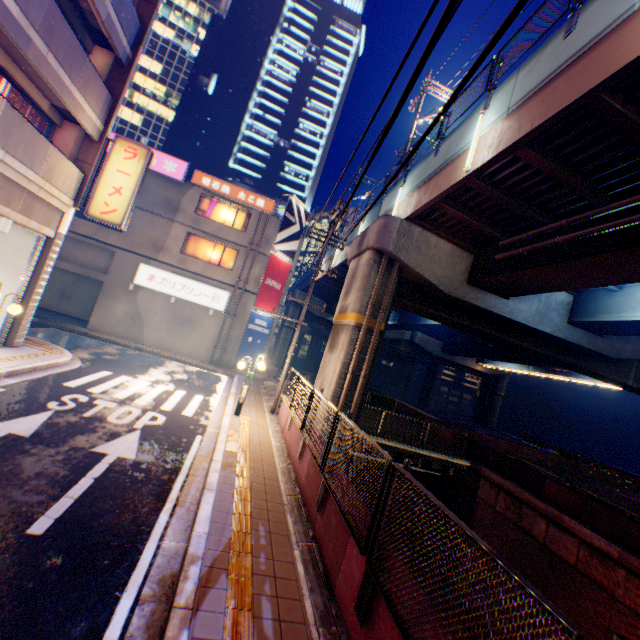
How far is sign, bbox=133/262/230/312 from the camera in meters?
21.7

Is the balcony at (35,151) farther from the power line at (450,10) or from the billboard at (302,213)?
the billboard at (302,213)

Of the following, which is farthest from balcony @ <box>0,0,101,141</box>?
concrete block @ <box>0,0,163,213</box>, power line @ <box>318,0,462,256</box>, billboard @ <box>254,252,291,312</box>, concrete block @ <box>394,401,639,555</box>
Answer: concrete block @ <box>394,401,639,555</box>

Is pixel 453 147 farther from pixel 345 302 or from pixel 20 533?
pixel 20 533

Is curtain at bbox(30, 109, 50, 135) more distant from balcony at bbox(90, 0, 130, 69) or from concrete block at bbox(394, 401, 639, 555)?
concrete block at bbox(394, 401, 639, 555)

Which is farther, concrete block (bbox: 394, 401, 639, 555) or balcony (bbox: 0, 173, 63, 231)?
concrete block (bbox: 394, 401, 639, 555)

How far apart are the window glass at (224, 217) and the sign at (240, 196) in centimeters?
56cm

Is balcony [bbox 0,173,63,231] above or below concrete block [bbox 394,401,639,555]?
above
